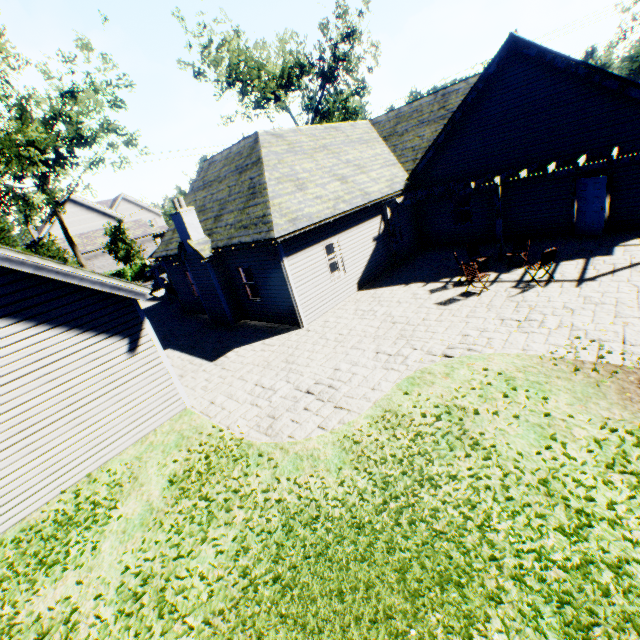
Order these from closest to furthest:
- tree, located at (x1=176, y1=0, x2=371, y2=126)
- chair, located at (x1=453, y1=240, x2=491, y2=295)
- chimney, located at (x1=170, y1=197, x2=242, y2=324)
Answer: chair, located at (x1=453, y1=240, x2=491, y2=295), chimney, located at (x1=170, y1=197, x2=242, y2=324), tree, located at (x1=176, y1=0, x2=371, y2=126)

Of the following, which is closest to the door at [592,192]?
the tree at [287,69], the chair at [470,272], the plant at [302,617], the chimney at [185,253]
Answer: the chair at [470,272]

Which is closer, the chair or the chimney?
the chair

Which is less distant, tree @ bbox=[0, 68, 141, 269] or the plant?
the plant

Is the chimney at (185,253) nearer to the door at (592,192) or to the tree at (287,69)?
the tree at (287,69)

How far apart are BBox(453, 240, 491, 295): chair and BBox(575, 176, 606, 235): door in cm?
545

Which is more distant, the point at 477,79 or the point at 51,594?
the point at 477,79

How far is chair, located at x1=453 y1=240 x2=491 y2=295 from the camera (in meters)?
10.45
